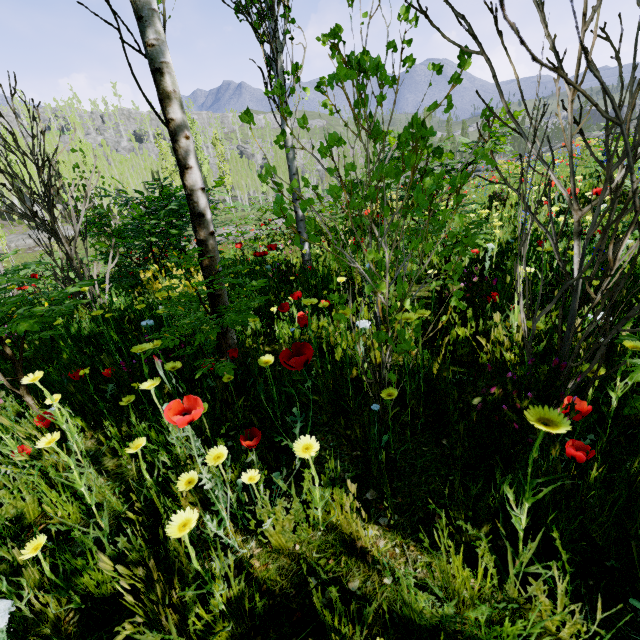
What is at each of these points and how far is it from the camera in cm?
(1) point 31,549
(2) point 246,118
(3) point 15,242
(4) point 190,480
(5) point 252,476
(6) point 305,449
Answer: (1) instancedfoliageactor, 108
(2) instancedfoliageactor, 119
(3) rock, 3659
(4) instancedfoliageactor, 119
(5) instancedfoliageactor, 120
(6) instancedfoliageactor, 114

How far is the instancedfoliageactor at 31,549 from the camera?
1.1m

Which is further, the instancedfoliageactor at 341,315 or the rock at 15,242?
the rock at 15,242

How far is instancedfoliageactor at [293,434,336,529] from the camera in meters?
1.1

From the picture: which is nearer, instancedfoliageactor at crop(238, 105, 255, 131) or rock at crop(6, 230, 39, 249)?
instancedfoliageactor at crop(238, 105, 255, 131)
